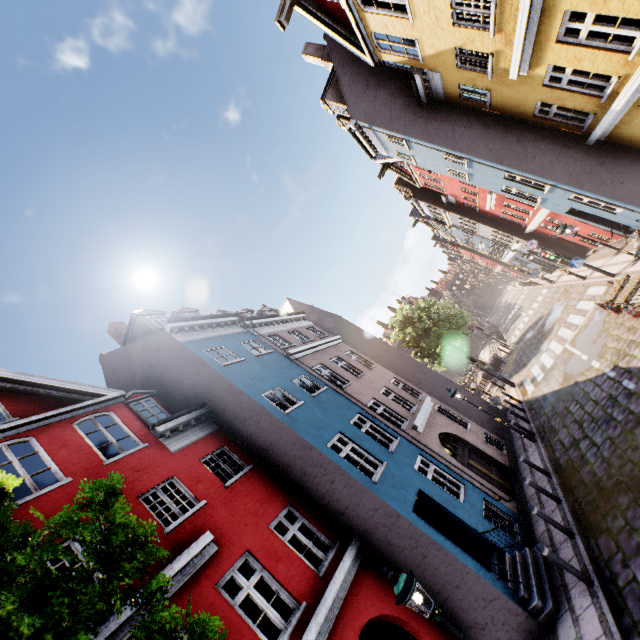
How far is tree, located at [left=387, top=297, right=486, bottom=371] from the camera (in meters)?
A: 31.70

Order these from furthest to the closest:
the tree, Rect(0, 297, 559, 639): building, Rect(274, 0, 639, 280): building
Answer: the tree
Rect(274, 0, 639, 280): building
Rect(0, 297, 559, 639): building

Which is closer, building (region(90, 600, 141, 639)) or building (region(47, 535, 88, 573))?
building (region(90, 600, 141, 639))

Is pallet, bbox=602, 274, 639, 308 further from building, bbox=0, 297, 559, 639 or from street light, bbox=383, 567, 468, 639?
street light, bbox=383, 567, 468, 639

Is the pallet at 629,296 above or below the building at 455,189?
→ below

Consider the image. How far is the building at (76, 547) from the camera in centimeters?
644cm

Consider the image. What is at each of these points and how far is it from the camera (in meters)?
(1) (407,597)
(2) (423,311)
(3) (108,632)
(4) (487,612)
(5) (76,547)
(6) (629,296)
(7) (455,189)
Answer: (1) street light, 4.88
(2) tree, 50.50
(3) building, 5.53
(4) building, 7.91
(5) building, 6.69
(6) pallet, 12.40
(7) building, 22.42

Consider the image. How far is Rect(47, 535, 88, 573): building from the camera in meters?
6.4
